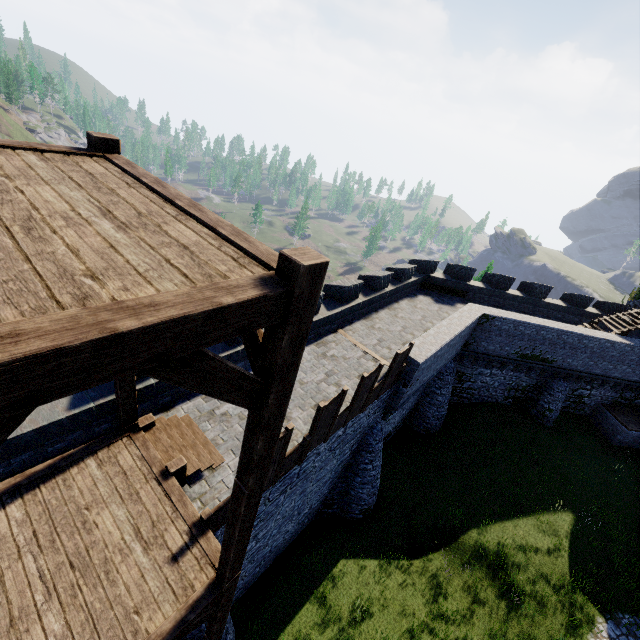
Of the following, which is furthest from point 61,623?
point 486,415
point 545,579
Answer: point 486,415

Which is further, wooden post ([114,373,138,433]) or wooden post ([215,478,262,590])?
wooden post ([114,373,138,433])

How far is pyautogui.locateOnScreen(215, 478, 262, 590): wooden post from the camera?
4.0m

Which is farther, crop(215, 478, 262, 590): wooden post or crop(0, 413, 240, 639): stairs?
crop(0, 413, 240, 639): stairs

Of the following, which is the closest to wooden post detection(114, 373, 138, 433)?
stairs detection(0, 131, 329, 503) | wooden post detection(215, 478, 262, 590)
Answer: stairs detection(0, 131, 329, 503)

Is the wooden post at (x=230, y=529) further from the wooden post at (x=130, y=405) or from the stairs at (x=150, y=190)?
the wooden post at (x=130, y=405)

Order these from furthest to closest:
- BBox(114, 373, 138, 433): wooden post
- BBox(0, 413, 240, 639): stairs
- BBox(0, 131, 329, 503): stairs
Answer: BBox(114, 373, 138, 433): wooden post → BBox(0, 413, 240, 639): stairs → BBox(0, 131, 329, 503): stairs
